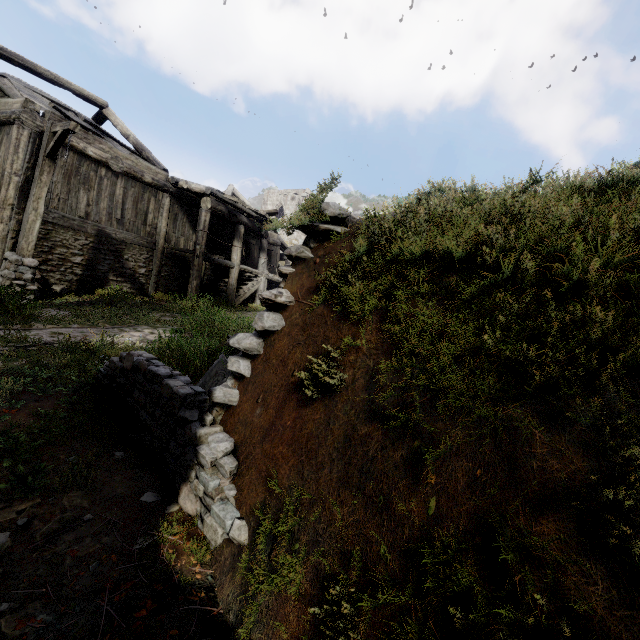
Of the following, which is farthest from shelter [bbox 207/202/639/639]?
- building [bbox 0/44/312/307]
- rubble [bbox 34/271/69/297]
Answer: rubble [bbox 34/271/69/297]

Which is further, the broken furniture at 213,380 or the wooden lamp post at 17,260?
the wooden lamp post at 17,260

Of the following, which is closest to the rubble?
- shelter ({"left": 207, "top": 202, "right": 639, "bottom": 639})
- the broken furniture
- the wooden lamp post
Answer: the wooden lamp post

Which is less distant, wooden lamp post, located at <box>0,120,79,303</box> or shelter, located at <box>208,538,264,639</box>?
shelter, located at <box>208,538,264,639</box>

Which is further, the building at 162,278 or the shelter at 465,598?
the building at 162,278

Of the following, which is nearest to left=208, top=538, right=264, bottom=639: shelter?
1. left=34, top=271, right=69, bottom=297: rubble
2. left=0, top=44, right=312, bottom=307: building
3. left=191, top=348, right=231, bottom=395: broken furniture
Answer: left=191, top=348, right=231, bottom=395: broken furniture

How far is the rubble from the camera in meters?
9.4 m

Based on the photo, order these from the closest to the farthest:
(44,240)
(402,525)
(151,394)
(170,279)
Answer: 1. (402,525)
2. (151,394)
3. (44,240)
4. (170,279)
